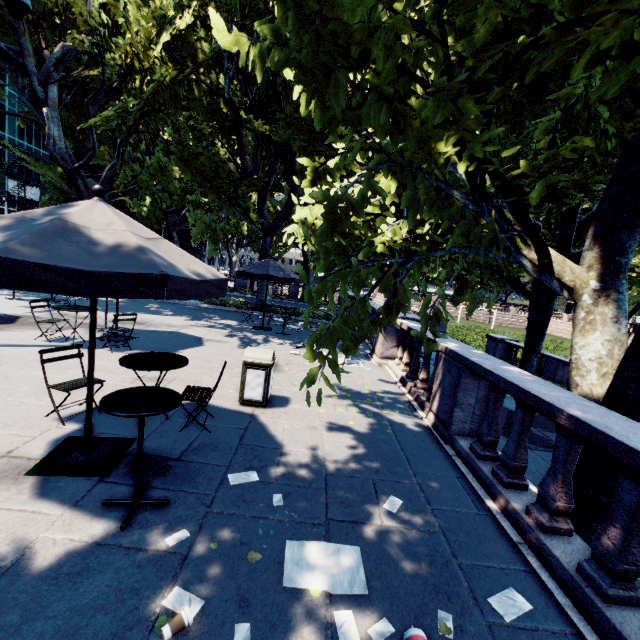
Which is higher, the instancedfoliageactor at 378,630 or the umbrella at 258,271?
the umbrella at 258,271

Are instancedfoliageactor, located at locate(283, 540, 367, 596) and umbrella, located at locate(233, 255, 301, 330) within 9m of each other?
no

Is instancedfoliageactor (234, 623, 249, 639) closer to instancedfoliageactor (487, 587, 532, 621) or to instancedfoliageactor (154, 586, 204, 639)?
instancedfoliageactor (154, 586, 204, 639)

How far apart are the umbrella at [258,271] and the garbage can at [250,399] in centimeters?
→ 632cm

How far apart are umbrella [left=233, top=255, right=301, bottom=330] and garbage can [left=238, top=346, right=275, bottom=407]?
6.3 meters

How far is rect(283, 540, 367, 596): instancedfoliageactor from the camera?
2.64m

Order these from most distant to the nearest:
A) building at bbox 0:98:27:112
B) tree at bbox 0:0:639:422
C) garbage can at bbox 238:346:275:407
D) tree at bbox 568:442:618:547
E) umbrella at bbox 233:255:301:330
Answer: building at bbox 0:98:27:112
umbrella at bbox 233:255:301:330
garbage can at bbox 238:346:275:407
tree at bbox 568:442:618:547
tree at bbox 0:0:639:422

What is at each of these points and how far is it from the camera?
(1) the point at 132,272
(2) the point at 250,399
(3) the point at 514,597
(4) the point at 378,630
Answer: (1) umbrella, 2.7 meters
(2) garbage can, 5.9 meters
(3) instancedfoliageactor, 2.8 meters
(4) instancedfoliageactor, 2.4 meters
